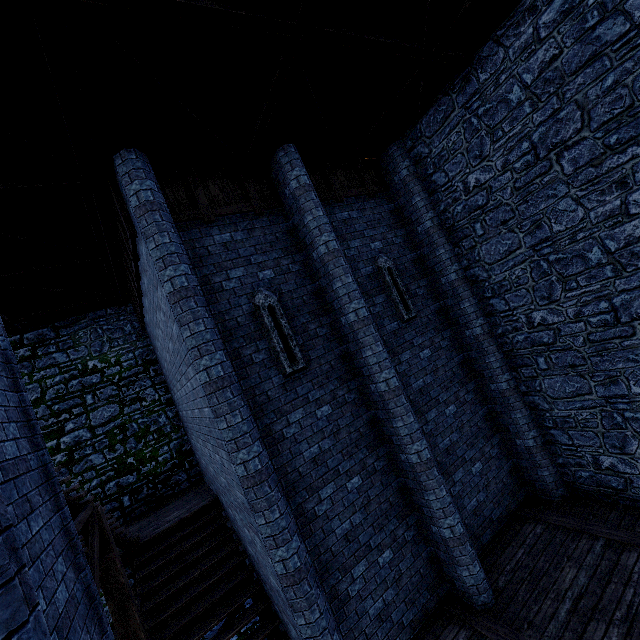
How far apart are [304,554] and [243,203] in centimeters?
641cm

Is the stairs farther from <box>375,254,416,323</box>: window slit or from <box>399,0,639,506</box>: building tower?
<box>375,254,416,323</box>: window slit

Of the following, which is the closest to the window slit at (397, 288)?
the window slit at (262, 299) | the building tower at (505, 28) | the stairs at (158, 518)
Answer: the building tower at (505, 28)

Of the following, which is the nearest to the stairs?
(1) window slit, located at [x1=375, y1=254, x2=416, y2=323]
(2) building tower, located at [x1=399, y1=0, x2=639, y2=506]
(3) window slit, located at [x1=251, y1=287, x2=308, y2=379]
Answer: (2) building tower, located at [x1=399, y1=0, x2=639, y2=506]

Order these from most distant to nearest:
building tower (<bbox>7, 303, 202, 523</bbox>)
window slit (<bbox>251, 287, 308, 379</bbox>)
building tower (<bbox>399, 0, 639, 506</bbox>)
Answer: building tower (<bbox>7, 303, 202, 523</bbox>)
window slit (<bbox>251, 287, 308, 379</bbox>)
building tower (<bbox>399, 0, 639, 506</bbox>)

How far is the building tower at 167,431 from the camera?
10.0 meters

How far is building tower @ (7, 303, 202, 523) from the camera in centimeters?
1005cm

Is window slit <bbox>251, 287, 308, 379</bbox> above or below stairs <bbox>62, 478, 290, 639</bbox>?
above
